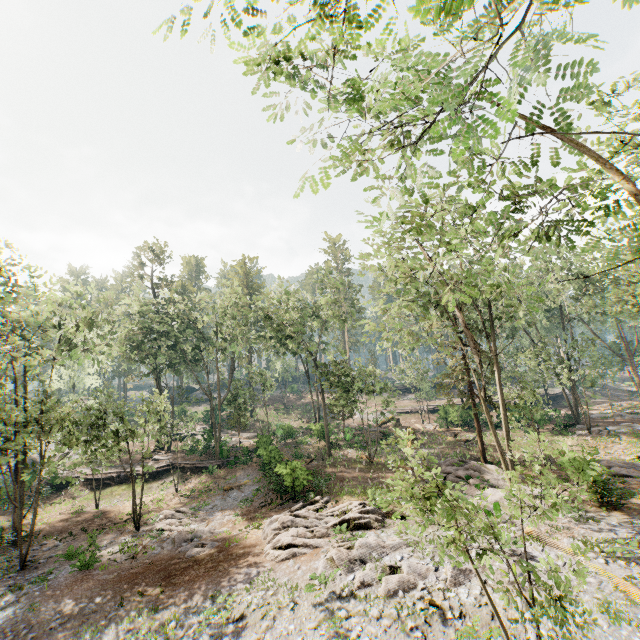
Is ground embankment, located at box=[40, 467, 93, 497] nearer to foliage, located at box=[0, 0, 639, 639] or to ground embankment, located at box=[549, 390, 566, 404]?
foliage, located at box=[0, 0, 639, 639]

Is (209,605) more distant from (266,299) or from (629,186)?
(266,299)

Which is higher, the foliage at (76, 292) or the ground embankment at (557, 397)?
the foliage at (76, 292)

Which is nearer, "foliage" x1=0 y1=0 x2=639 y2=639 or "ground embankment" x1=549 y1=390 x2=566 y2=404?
"foliage" x1=0 y1=0 x2=639 y2=639

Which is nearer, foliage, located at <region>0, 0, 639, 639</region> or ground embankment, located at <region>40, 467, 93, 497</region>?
foliage, located at <region>0, 0, 639, 639</region>

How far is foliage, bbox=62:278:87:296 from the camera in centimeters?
2524cm

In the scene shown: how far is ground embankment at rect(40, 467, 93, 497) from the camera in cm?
3050

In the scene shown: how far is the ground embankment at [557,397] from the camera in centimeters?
4950cm
